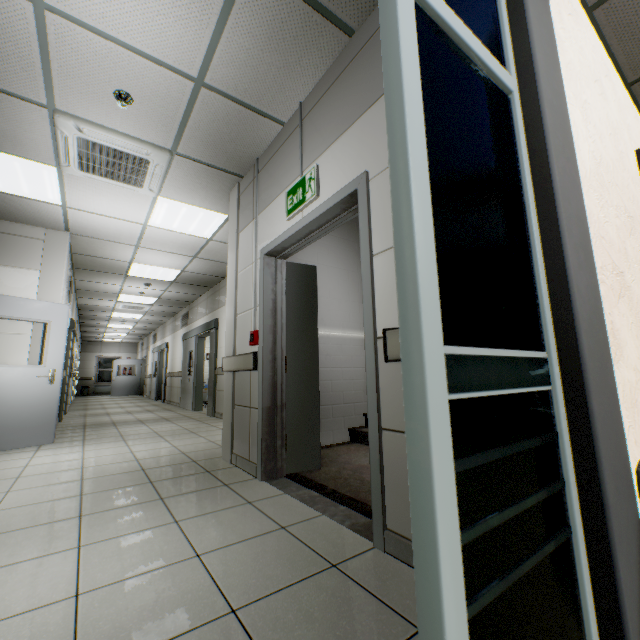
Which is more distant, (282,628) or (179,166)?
(179,166)

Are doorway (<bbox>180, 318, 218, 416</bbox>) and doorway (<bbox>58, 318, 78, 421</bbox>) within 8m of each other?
yes

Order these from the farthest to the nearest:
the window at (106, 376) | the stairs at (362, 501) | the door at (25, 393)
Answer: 1. the window at (106, 376)
2. the door at (25, 393)
3. the stairs at (362, 501)

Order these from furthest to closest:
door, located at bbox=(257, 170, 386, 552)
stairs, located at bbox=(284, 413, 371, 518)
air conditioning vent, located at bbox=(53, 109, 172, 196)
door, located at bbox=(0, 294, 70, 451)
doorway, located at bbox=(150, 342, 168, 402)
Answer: doorway, located at bbox=(150, 342, 168, 402) < door, located at bbox=(0, 294, 70, 451) < air conditioning vent, located at bbox=(53, 109, 172, 196) < stairs, located at bbox=(284, 413, 371, 518) < door, located at bbox=(257, 170, 386, 552)

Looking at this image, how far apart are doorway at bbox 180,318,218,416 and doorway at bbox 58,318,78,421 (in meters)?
2.70

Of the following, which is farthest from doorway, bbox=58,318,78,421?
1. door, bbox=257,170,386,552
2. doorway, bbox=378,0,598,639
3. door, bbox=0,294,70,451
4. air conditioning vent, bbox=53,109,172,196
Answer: doorway, bbox=378,0,598,639

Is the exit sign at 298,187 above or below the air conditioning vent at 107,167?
below

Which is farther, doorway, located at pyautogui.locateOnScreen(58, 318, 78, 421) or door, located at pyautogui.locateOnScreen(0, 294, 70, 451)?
doorway, located at pyautogui.locateOnScreen(58, 318, 78, 421)
